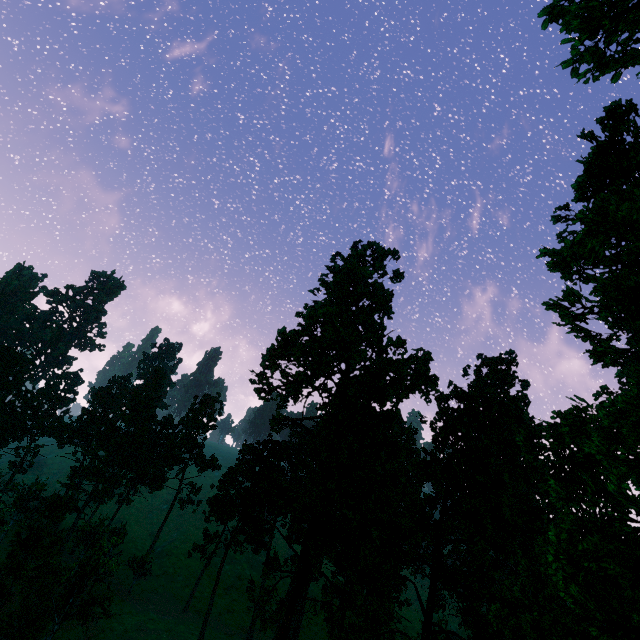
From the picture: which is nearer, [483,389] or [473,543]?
[473,543]

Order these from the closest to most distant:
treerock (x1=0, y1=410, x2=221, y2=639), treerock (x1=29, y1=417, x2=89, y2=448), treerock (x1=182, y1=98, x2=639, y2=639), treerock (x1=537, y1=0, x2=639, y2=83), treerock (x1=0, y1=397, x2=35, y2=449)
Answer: treerock (x1=537, y1=0, x2=639, y2=83) < treerock (x1=182, y1=98, x2=639, y2=639) < treerock (x1=0, y1=410, x2=221, y2=639) < treerock (x1=0, y1=397, x2=35, y2=449) < treerock (x1=29, y1=417, x2=89, y2=448)

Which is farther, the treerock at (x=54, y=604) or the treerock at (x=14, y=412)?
the treerock at (x=14, y=412)

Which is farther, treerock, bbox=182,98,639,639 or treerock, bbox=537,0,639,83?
treerock, bbox=182,98,639,639

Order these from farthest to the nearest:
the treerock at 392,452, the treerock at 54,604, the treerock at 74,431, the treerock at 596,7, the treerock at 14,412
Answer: the treerock at 74,431 < the treerock at 14,412 < the treerock at 54,604 < the treerock at 392,452 < the treerock at 596,7
